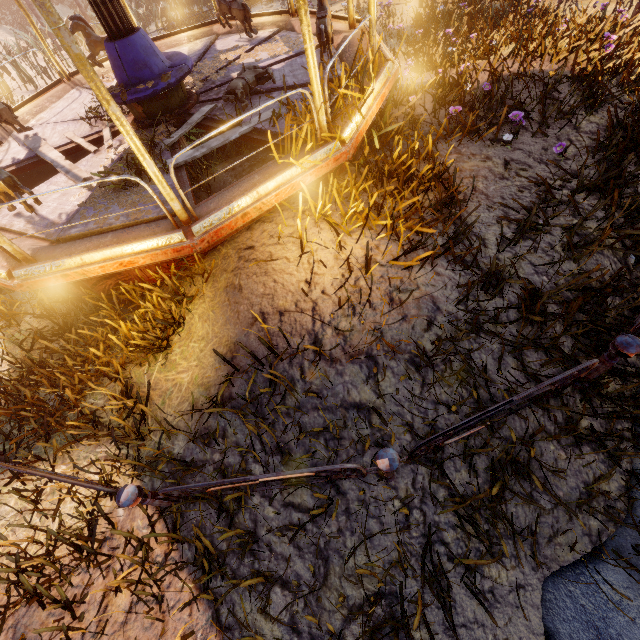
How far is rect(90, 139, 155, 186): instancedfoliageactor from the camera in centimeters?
424cm

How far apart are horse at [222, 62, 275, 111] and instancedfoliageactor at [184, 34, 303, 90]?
0.95m

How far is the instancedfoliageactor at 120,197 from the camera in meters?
4.0 m

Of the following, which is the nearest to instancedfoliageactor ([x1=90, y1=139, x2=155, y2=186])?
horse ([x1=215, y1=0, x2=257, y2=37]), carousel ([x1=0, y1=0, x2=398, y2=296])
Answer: carousel ([x1=0, y1=0, x2=398, y2=296])

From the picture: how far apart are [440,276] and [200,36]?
8.43m

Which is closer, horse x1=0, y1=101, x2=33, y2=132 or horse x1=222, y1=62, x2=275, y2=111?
horse x1=222, y1=62, x2=275, y2=111

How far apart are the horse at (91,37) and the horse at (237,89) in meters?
3.6

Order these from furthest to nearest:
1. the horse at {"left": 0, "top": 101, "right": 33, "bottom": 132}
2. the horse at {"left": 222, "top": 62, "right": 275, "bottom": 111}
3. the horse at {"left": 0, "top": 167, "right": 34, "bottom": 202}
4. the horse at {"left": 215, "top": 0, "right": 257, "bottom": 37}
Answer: the horse at {"left": 215, "top": 0, "right": 257, "bottom": 37}
the horse at {"left": 0, "top": 101, "right": 33, "bottom": 132}
the horse at {"left": 222, "top": 62, "right": 275, "bottom": 111}
the horse at {"left": 0, "top": 167, "right": 34, "bottom": 202}
